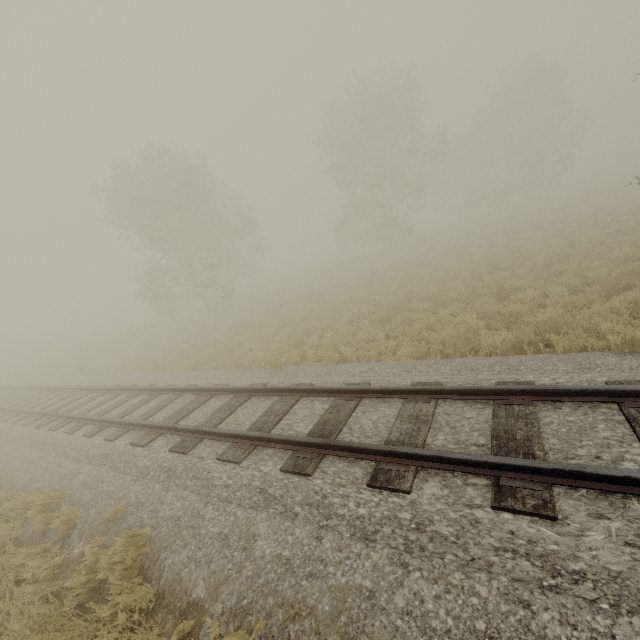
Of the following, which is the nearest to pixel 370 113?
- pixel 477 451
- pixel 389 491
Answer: pixel 477 451
